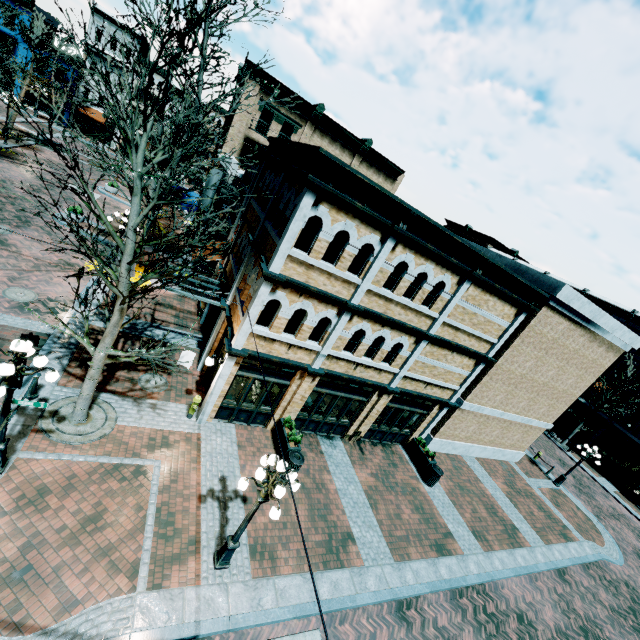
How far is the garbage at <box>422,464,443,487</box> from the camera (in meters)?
14.45

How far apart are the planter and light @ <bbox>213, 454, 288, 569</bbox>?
9.7 meters

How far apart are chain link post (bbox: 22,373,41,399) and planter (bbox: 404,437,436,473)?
14.94m

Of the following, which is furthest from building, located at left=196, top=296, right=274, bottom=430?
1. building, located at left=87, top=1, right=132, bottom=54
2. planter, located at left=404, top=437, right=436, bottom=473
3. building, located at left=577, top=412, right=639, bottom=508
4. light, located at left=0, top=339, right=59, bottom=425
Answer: building, located at left=87, top=1, right=132, bottom=54

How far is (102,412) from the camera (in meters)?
9.94

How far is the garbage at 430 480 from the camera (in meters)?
14.45

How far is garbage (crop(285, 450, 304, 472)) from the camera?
10.8m

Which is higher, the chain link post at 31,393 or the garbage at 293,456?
the garbage at 293,456
